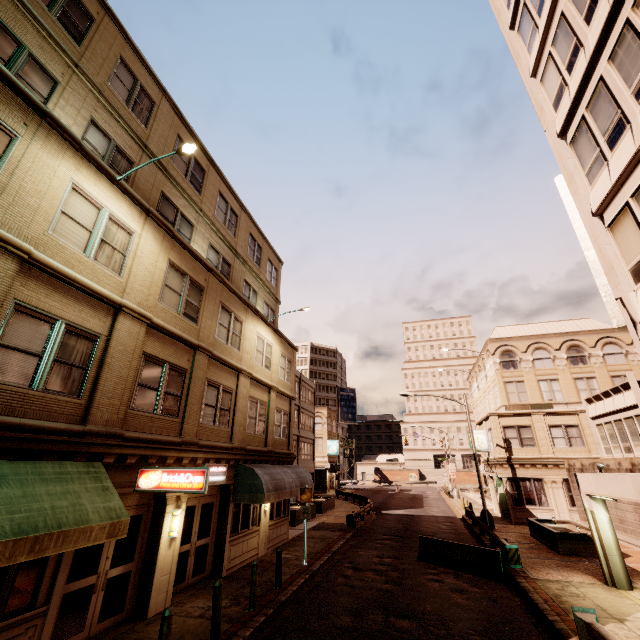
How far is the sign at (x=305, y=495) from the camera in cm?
1421

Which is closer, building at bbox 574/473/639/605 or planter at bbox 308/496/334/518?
building at bbox 574/473/639/605

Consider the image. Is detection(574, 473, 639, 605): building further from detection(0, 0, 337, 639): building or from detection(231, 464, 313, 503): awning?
detection(0, 0, 337, 639): building

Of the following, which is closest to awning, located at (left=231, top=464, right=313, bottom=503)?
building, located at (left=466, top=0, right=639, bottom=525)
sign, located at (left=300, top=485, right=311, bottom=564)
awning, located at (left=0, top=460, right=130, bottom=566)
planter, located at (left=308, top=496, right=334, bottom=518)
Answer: sign, located at (left=300, top=485, right=311, bottom=564)

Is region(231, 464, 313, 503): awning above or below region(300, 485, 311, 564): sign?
above

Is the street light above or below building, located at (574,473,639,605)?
above

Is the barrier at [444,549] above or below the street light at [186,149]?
below

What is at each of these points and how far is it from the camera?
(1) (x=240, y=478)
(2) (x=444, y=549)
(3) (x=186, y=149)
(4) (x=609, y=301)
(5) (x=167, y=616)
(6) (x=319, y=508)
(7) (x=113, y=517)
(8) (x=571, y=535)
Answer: (1) awning, 13.81m
(2) barrier, 14.67m
(3) street light, 9.13m
(4) sign, 9.84m
(5) bollard, 6.52m
(6) planter, 29.17m
(7) awning, 6.84m
(8) planter, 16.05m
